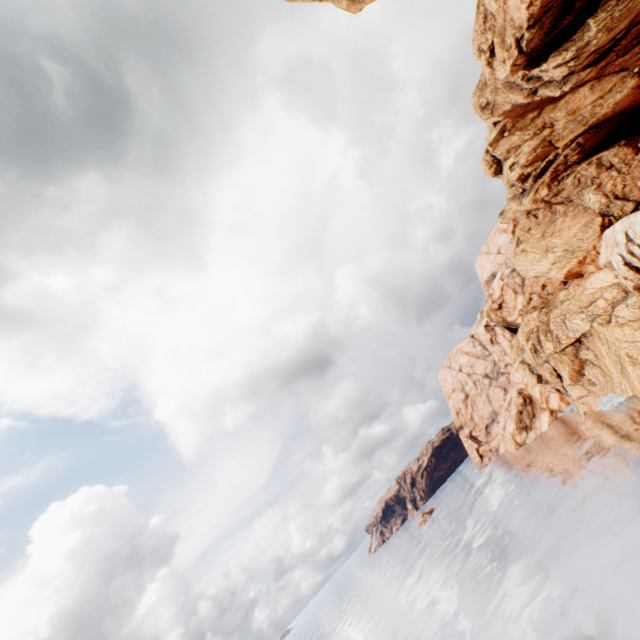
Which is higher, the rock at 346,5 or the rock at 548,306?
the rock at 346,5

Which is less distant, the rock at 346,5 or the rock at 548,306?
the rock at 548,306

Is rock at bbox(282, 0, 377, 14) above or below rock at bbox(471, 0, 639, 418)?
above

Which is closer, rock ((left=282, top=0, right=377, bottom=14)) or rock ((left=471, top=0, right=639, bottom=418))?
rock ((left=471, top=0, right=639, bottom=418))

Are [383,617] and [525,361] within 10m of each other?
no
